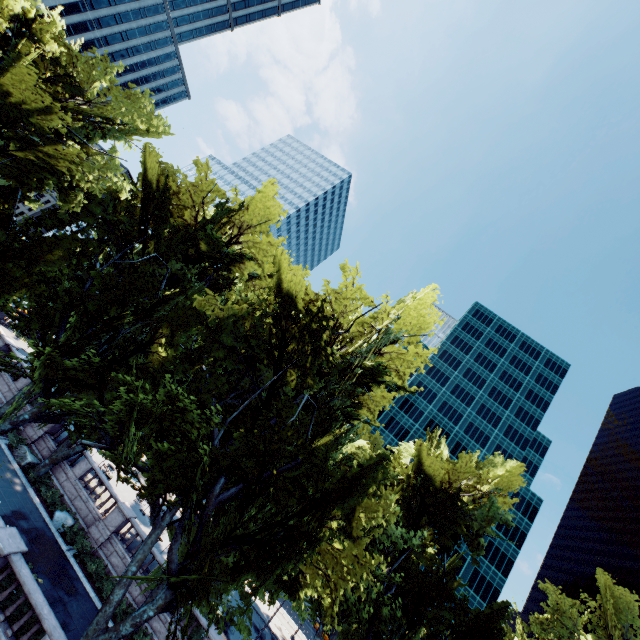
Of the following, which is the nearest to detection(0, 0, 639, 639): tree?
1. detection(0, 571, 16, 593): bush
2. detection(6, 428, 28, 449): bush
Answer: detection(0, 571, 16, 593): bush

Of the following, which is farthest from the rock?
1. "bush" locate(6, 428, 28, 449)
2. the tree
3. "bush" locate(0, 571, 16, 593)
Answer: "bush" locate(0, 571, 16, 593)

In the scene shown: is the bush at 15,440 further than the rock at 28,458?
Yes

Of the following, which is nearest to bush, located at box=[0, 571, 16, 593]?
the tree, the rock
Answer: the tree

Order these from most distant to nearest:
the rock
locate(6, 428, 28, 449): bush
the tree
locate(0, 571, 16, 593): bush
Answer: locate(6, 428, 28, 449): bush, the rock, locate(0, 571, 16, 593): bush, the tree

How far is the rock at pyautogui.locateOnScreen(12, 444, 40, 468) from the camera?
23.26m

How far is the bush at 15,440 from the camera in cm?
2405

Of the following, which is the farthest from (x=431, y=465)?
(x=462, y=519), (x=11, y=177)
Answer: (x=11, y=177)
